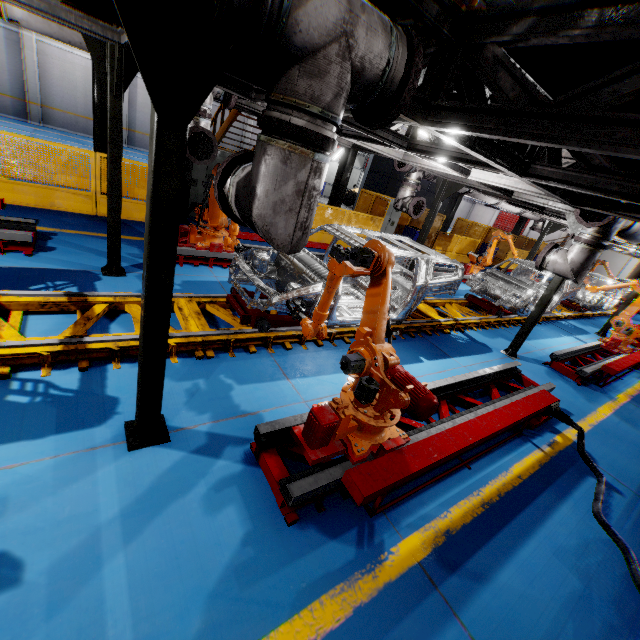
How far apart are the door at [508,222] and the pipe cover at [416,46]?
43.3m

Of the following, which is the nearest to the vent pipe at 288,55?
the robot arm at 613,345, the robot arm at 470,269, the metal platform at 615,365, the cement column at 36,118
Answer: the metal platform at 615,365

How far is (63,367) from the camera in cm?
364

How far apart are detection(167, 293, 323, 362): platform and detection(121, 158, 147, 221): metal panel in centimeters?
456cm

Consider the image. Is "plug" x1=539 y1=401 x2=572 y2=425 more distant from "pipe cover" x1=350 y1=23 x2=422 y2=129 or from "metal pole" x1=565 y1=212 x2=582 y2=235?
"pipe cover" x1=350 y1=23 x2=422 y2=129

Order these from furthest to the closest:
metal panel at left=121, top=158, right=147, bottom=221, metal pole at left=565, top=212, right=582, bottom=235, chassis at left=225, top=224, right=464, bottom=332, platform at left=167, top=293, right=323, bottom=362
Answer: metal panel at left=121, top=158, right=147, bottom=221 → metal pole at left=565, top=212, right=582, bottom=235 → chassis at left=225, top=224, right=464, bottom=332 → platform at left=167, top=293, right=323, bottom=362

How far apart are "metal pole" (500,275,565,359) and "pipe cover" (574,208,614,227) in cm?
113

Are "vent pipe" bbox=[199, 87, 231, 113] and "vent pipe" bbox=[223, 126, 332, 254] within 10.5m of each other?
yes
